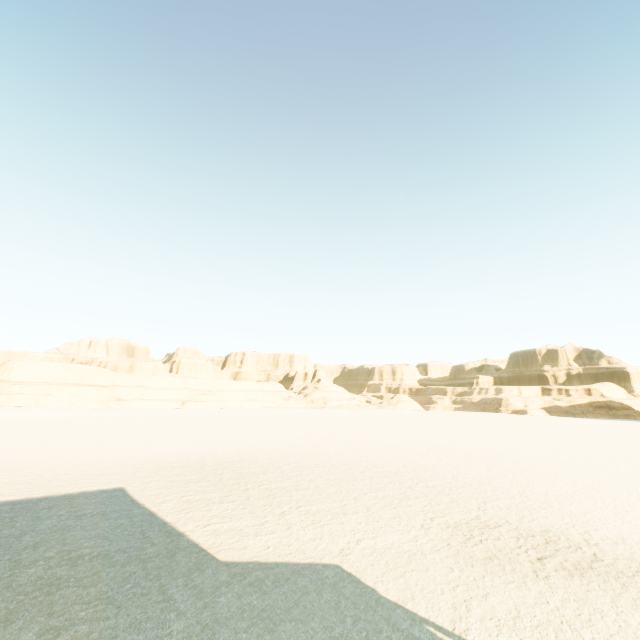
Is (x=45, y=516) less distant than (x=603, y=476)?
Yes
